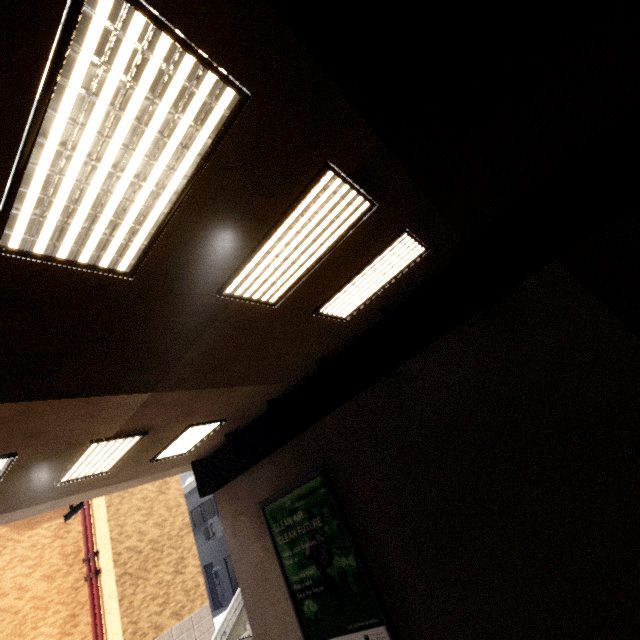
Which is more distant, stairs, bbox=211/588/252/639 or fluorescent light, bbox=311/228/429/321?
stairs, bbox=211/588/252/639

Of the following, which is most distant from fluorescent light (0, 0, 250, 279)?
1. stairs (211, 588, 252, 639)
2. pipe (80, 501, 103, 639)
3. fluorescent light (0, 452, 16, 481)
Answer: pipe (80, 501, 103, 639)

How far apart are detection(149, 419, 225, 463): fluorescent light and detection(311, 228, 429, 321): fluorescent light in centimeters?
416cm

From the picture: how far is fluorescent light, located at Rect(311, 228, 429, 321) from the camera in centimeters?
484cm

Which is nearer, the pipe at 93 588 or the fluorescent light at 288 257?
the fluorescent light at 288 257

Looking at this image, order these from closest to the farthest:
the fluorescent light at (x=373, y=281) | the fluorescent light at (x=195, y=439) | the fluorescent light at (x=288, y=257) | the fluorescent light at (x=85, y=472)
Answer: the fluorescent light at (x=288, y=257), the fluorescent light at (x=373, y=281), the fluorescent light at (x=85, y=472), the fluorescent light at (x=195, y=439)

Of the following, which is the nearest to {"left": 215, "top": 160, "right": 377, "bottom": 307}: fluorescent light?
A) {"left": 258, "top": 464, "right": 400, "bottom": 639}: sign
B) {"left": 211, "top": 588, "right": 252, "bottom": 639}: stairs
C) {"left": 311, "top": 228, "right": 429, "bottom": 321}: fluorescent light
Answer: {"left": 311, "top": 228, "right": 429, "bottom": 321}: fluorescent light

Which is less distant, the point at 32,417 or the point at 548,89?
the point at 548,89
